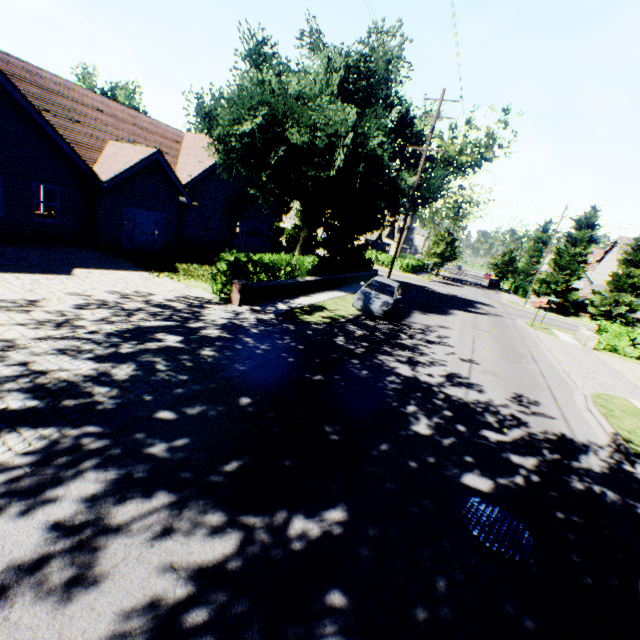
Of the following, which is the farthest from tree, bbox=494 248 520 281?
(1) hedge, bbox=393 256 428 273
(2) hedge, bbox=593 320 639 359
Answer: (2) hedge, bbox=593 320 639 359

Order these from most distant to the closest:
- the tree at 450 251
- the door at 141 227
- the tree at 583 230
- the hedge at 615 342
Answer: the tree at 450 251 < the tree at 583 230 < the hedge at 615 342 < the door at 141 227

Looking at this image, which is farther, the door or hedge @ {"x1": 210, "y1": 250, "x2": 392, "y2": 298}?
the door

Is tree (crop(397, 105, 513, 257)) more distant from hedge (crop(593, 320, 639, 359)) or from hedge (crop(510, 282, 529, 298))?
hedge (crop(593, 320, 639, 359))

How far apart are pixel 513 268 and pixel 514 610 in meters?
56.6

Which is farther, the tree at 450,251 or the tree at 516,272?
the tree at 516,272

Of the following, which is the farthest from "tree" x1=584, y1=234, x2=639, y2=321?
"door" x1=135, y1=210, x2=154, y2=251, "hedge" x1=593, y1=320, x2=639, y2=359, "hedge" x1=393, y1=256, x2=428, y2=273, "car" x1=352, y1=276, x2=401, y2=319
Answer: "hedge" x1=593, y1=320, x2=639, y2=359

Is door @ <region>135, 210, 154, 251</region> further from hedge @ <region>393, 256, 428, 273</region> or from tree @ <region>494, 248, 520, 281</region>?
hedge @ <region>393, 256, 428, 273</region>
